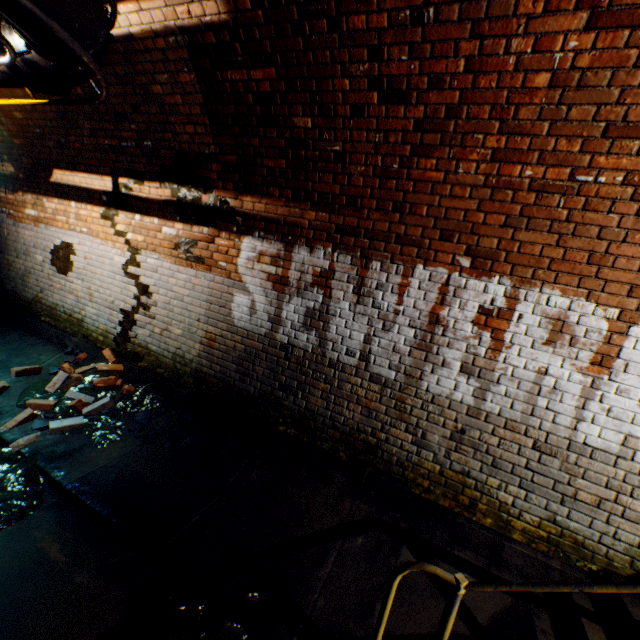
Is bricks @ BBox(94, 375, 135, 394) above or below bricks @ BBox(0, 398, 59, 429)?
above

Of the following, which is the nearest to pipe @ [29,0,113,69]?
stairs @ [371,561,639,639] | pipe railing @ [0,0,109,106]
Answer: pipe railing @ [0,0,109,106]

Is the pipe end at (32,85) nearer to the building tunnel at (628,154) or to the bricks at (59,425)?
the building tunnel at (628,154)

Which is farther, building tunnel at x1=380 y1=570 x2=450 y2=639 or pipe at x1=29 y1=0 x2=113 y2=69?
building tunnel at x1=380 y1=570 x2=450 y2=639

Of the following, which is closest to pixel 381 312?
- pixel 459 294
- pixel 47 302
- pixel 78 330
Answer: pixel 459 294

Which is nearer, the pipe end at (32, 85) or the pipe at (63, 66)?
the pipe at (63, 66)

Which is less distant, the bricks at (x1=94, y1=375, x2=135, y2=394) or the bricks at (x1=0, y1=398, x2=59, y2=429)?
the bricks at (x1=0, y1=398, x2=59, y2=429)

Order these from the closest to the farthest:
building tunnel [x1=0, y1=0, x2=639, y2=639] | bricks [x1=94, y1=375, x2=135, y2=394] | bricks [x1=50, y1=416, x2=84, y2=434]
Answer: building tunnel [x1=0, y1=0, x2=639, y2=639] < bricks [x1=50, y1=416, x2=84, y2=434] < bricks [x1=94, y1=375, x2=135, y2=394]
